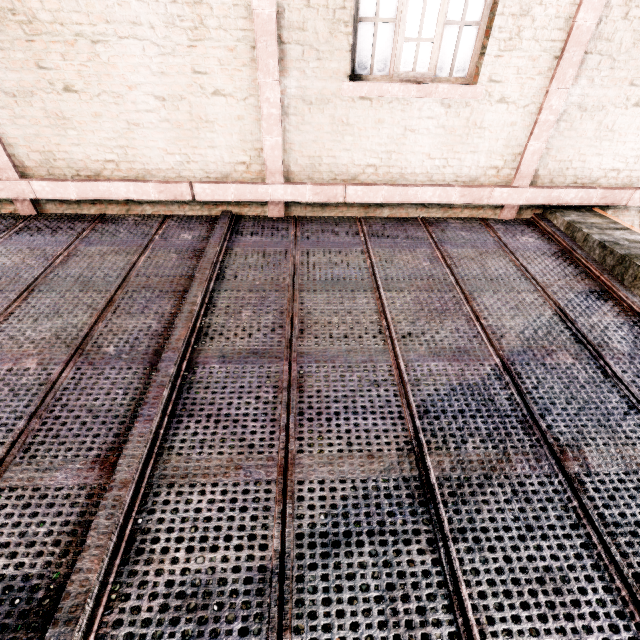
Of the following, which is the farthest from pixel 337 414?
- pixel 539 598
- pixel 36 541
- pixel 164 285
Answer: pixel 164 285
